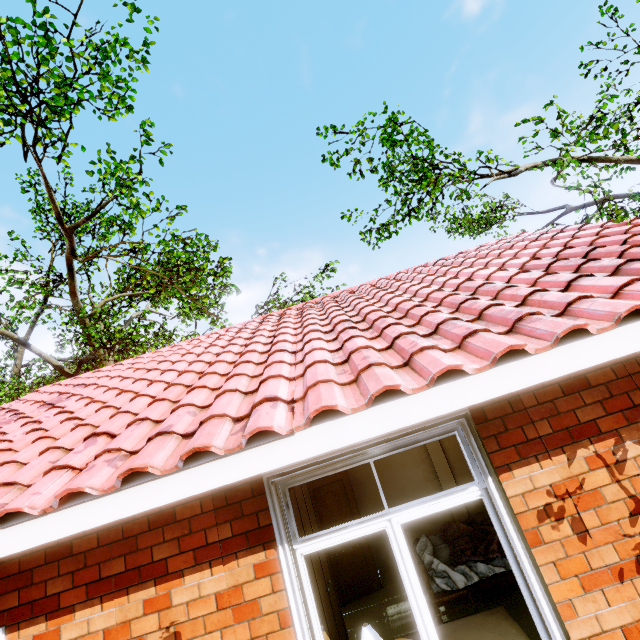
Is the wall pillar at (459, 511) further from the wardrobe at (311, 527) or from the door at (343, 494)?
the wardrobe at (311, 527)

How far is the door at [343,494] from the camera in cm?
616

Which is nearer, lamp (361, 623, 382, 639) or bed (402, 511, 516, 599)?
lamp (361, 623, 382, 639)

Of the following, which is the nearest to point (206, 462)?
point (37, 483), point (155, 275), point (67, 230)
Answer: point (37, 483)

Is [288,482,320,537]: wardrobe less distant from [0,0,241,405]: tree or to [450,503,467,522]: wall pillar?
[450,503,467,522]: wall pillar

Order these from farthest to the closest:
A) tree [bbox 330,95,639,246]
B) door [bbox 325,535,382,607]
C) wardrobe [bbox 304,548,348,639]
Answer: tree [bbox 330,95,639,246]
door [bbox 325,535,382,607]
wardrobe [bbox 304,548,348,639]

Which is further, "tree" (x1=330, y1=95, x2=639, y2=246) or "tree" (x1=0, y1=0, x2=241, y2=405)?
"tree" (x1=0, y1=0, x2=241, y2=405)

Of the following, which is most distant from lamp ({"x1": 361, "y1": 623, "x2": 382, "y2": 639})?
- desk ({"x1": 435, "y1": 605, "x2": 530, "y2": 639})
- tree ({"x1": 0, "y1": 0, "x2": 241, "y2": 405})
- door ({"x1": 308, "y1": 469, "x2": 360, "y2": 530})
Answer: tree ({"x1": 0, "y1": 0, "x2": 241, "y2": 405})
